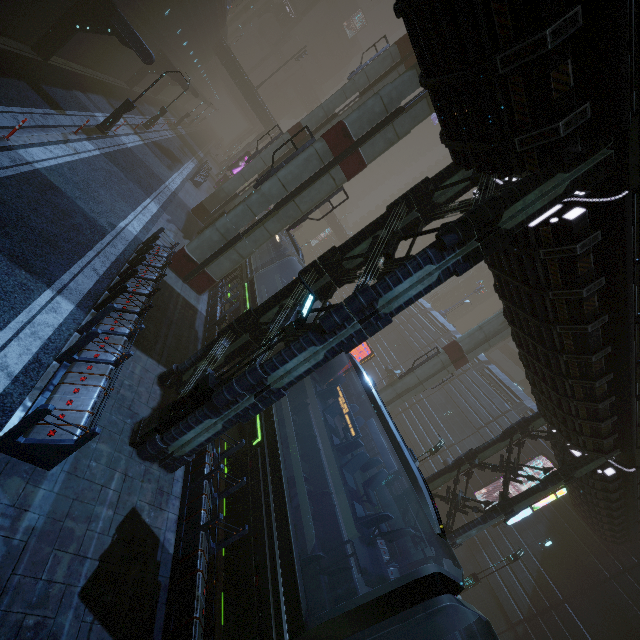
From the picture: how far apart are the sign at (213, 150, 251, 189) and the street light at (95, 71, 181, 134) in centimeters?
2046cm

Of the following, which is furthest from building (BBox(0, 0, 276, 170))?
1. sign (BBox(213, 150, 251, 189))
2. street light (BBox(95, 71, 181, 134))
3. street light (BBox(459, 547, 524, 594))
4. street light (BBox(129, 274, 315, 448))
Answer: street light (BBox(459, 547, 524, 594))

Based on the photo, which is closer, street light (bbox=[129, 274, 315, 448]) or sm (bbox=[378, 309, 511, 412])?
street light (bbox=[129, 274, 315, 448])

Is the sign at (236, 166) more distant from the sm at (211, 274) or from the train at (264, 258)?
the sm at (211, 274)

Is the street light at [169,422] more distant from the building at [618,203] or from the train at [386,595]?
the train at [386,595]

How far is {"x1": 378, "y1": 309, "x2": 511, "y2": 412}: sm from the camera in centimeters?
2191cm

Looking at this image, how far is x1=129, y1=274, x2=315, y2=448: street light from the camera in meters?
7.1

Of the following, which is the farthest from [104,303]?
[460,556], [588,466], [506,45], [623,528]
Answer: [460,556]
